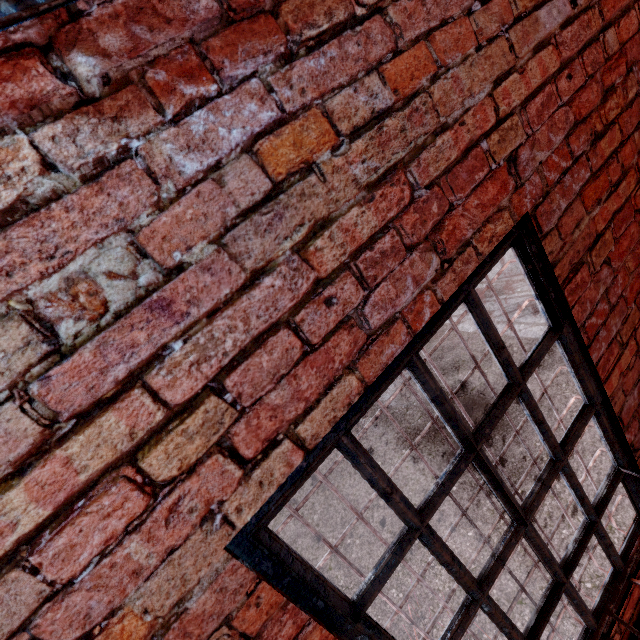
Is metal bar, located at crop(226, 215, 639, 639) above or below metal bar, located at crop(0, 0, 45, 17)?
below

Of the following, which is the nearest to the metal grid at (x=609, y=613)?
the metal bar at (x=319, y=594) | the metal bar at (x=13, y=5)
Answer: the metal bar at (x=319, y=594)

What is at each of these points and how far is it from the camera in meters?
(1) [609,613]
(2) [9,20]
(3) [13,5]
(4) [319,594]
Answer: (1) metal grid, 1.3
(2) metal grid, 0.5
(3) metal bar, 0.6
(4) metal bar, 0.9

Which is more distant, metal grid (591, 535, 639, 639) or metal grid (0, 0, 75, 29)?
metal grid (591, 535, 639, 639)

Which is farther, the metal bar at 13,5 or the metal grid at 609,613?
the metal grid at 609,613

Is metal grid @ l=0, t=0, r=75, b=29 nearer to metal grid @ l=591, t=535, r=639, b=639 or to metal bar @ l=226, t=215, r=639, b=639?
metal bar @ l=226, t=215, r=639, b=639

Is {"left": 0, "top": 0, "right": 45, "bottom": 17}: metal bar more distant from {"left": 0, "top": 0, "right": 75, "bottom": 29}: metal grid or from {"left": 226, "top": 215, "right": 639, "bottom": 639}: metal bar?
{"left": 226, "top": 215, "right": 639, "bottom": 639}: metal bar

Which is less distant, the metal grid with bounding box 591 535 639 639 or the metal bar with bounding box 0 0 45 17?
the metal bar with bounding box 0 0 45 17
